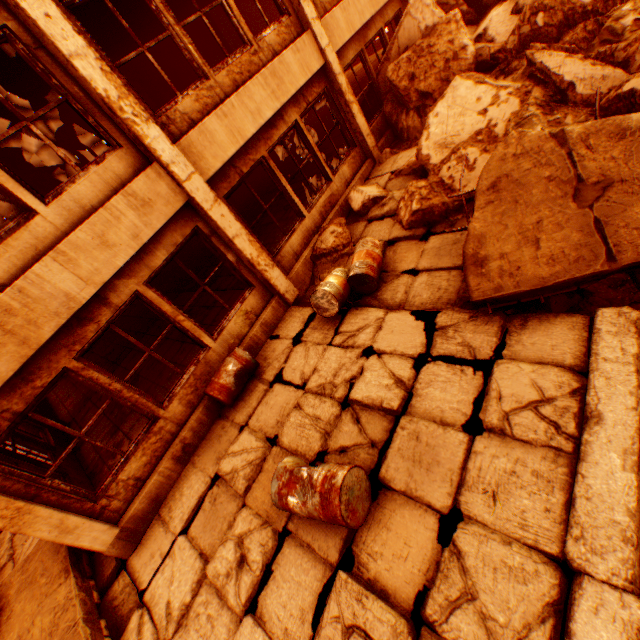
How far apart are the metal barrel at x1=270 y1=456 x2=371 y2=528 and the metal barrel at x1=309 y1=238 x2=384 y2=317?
2.4m

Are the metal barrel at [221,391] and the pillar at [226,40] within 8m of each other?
no

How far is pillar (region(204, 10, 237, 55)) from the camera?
12.8m

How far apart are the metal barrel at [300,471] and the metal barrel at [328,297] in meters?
2.4

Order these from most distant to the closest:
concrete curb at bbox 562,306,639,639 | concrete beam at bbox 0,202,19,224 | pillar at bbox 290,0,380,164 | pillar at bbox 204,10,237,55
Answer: pillar at bbox 204,10,237,55 → concrete beam at bbox 0,202,19,224 → pillar at bbox 290,0,380,164 → concrete curb at bbox 562,306,639,639

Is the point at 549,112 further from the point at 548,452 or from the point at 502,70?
the point at 548,452

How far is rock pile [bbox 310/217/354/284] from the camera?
7.0 meters

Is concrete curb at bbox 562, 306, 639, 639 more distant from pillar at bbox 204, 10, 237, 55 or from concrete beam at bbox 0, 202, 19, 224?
pillar at bbox 204, 10, 237, 55
